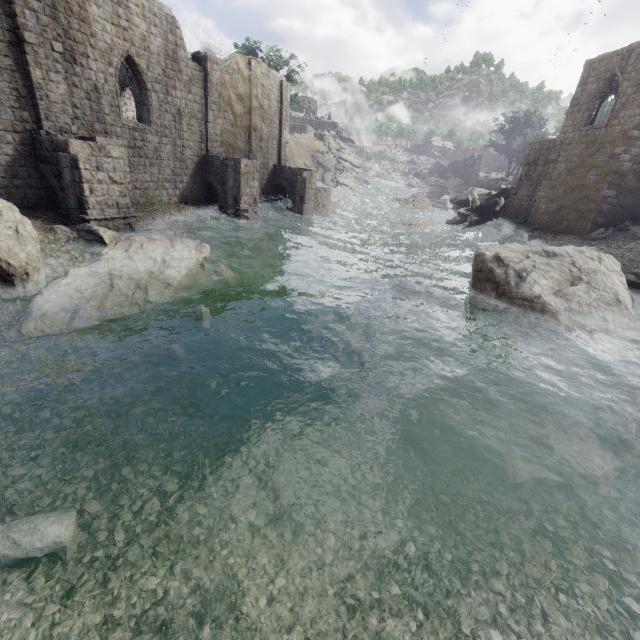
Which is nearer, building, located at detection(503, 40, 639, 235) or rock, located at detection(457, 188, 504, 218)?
building, located at detection(503, 40, 639, 235)

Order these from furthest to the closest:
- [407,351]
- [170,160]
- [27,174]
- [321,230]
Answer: [321,230] → [170,160] → [27,174] → [407,351]

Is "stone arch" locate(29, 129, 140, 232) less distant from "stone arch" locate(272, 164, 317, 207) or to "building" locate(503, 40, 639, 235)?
"building" locate(503, 40, 639, 235)

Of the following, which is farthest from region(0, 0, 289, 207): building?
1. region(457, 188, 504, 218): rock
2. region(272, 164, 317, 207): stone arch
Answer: region(457, 188, 504, 218): rock

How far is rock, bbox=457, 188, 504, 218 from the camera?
33.0m

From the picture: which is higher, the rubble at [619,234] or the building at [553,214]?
the building at [553,214]

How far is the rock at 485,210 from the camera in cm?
3303

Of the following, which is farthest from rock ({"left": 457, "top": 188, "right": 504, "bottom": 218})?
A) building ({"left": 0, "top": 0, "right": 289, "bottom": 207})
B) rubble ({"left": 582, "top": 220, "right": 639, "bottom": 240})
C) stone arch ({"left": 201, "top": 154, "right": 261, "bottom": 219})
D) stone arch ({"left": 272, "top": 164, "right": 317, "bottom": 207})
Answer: stone arch ({"left": 201, "top": 154, "right": 261, "bottom": 219})
